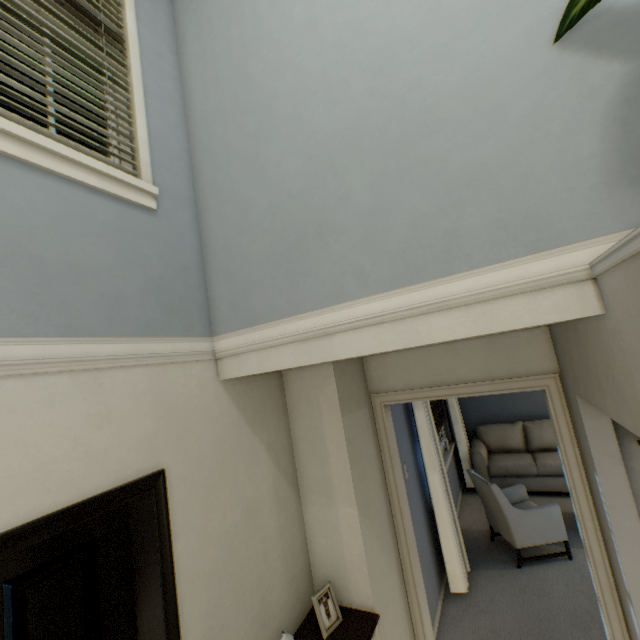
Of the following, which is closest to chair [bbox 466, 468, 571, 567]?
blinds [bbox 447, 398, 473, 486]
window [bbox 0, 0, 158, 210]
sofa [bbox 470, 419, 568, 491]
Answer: blinds [bbox 447, 398, 473, 486]

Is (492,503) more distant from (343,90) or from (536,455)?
(343,90)

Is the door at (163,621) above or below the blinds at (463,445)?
above

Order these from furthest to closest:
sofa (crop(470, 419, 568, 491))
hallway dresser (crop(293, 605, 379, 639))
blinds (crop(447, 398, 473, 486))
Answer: blinds (crop(447, 398, 473, 486)) < sofa (crop(470, 419, 568, 491)) < hallway dresser (crop(293, 605, 379, 639))

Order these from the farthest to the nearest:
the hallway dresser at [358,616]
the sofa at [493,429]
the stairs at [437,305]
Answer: the sofa at [493,429] → the hallway dresser at [358,616] → the stairs at [437,305]

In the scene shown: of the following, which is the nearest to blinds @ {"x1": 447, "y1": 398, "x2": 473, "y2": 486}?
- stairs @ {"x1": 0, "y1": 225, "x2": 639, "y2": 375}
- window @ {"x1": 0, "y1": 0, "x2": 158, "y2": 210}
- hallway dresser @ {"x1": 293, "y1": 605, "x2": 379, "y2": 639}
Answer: hallway dresser @ {"x1": 293, "y1": 605, "x2": 379, "y2": 639}

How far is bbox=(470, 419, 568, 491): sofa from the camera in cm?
482

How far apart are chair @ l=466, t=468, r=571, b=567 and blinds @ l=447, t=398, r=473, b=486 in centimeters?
44cm
